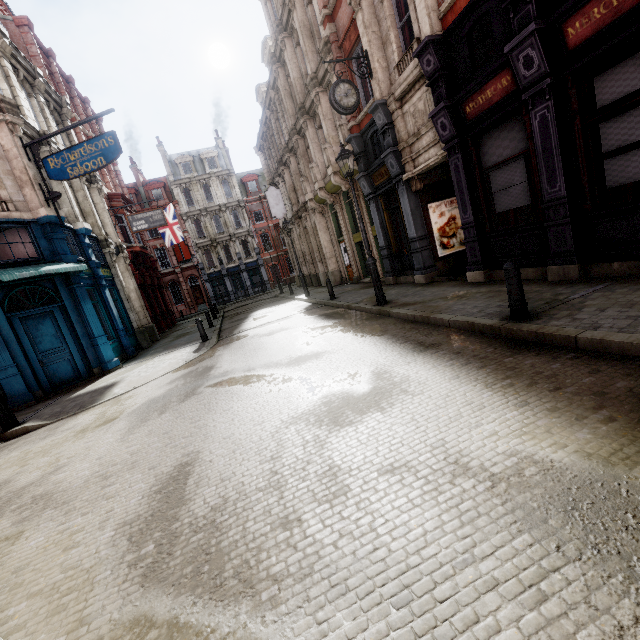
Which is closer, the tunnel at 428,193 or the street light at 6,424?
the street light at 6,424

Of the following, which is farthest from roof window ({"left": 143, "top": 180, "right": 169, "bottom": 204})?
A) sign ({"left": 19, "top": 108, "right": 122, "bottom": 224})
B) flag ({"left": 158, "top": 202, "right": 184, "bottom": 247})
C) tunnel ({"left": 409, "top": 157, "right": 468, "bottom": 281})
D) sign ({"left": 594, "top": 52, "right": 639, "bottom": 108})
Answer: sign ({"left": 594, "top": 52, "right": 639, "bottom": 108})

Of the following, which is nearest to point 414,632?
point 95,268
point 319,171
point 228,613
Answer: point 228,613

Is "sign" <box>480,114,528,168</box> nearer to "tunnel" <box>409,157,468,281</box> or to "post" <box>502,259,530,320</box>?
"tunnel" <box>409,157,468,281</box>

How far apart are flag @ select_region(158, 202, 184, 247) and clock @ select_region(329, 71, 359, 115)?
19.32m

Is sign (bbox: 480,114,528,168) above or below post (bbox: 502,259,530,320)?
above

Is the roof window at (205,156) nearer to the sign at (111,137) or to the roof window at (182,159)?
the roof window at (182,159)

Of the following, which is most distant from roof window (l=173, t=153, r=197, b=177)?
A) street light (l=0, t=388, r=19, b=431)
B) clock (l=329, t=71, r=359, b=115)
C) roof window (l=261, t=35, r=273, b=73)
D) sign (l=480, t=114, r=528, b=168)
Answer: sign (l=480, t=114, r=528, b=168)
